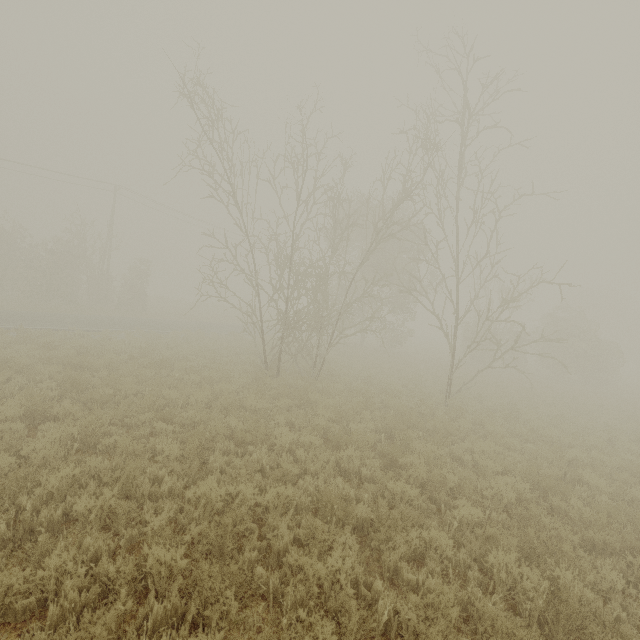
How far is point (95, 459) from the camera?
6.1m
